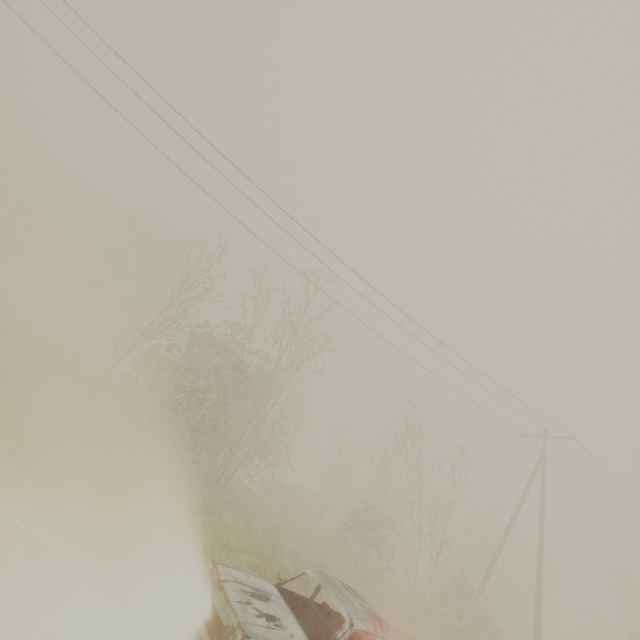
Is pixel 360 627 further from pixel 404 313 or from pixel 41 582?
pixel 404 313
